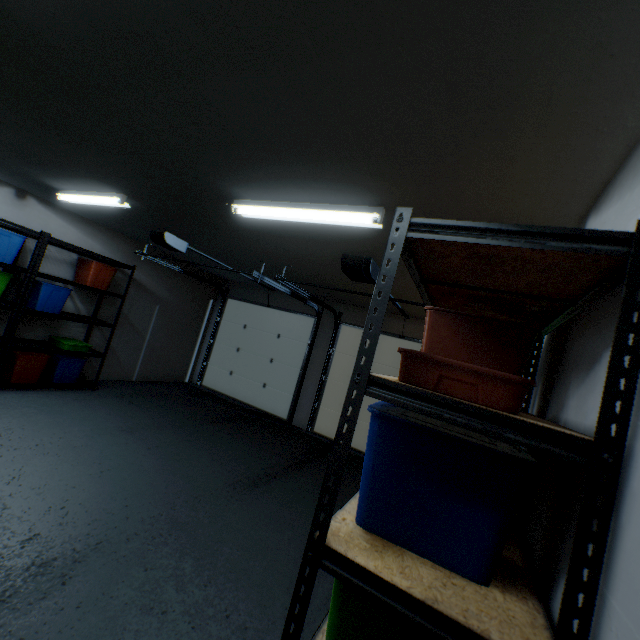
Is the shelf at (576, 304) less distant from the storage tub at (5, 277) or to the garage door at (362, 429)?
the garage door at (362, 429)

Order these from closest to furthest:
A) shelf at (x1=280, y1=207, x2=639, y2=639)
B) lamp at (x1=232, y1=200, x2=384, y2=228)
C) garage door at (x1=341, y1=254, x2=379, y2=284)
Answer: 1. shelf at (x1=280, y1=207, x2=639, y2=639)
2. lamp at (x1=232, y1=200, x2=384, y2=228)
3. garage door at (x1=341, y1=254, x2=379, y2=284)

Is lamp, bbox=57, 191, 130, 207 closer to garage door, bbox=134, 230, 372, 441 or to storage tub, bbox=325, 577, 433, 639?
garage door, bbox=134, 230, 372, 441

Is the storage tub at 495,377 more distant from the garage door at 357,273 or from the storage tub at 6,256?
the storage tub at 6,256

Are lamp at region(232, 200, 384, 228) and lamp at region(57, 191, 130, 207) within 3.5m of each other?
yes

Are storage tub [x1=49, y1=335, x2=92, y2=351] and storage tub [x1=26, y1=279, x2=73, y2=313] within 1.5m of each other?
yes

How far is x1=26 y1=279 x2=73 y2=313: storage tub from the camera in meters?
4.1

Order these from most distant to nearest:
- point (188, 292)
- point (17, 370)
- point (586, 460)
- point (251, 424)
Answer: point (188, 292) < point (251, 424) < point (17, 370) < point (586, 460)
